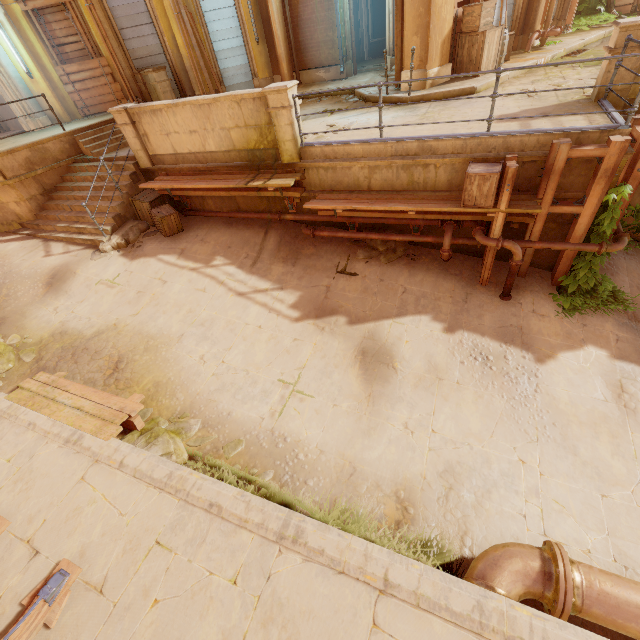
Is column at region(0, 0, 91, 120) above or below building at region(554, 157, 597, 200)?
above

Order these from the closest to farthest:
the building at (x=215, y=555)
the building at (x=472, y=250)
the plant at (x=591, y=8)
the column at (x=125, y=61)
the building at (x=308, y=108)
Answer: the building at (x=215, y=555) < the building at (x=472, y=250) < the building at (x=308, y=108) < the column at (x=125, y=61) < the plant at (x=591, y=8)

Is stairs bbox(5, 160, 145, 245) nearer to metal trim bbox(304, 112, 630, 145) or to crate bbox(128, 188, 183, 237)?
crate bbox(128, 188, 183, 237)

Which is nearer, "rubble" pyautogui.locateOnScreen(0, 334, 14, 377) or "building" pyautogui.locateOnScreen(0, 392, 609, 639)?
"building" pyautogui.locateOnScreen(0, 392, 609, 639)

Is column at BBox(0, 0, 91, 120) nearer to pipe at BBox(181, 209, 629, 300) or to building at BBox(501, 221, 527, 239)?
pipe at BBox(181, 209, 629, 300)

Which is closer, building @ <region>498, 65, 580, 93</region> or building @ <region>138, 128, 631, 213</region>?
building @ <region>138, 128, 631, 213</region>

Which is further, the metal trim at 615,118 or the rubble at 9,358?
the rubble at 9,358

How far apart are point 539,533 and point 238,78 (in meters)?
16.72
